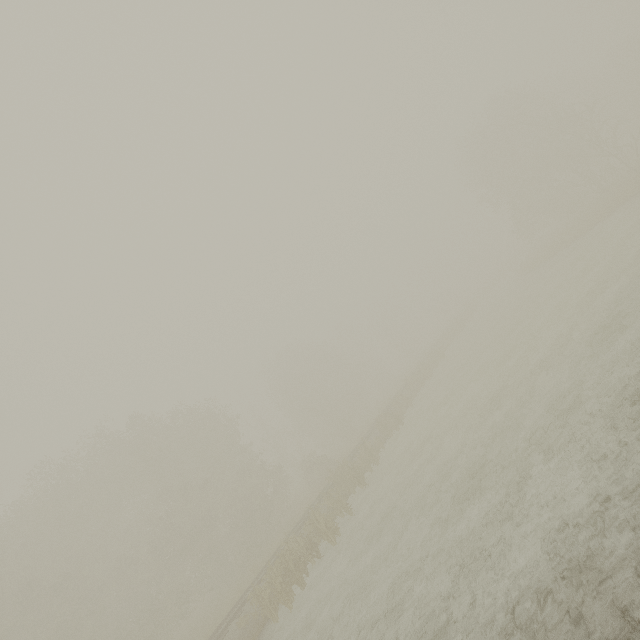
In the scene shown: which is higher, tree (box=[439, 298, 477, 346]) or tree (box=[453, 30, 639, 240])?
tree (box=[453, 30, 639, 240])

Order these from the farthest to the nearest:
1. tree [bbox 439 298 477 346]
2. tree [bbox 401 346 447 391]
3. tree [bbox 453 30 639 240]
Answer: tree [bbox 439 298 477 346], tree [bbox 401 346 447 391], tree [bbox 453 30 639 240]

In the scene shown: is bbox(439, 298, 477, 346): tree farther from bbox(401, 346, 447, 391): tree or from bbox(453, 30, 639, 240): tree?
bbox(453, 30, 639, 240): tree

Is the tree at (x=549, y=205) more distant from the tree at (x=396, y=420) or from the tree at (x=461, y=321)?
the tree at (x=396, y=420)

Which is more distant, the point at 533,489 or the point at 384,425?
the point at 384,425

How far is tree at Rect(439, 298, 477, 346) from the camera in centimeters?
4147cm

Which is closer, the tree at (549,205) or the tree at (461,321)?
the tree at (549,205)

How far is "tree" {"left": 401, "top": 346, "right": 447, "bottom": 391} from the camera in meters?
32.2 m
